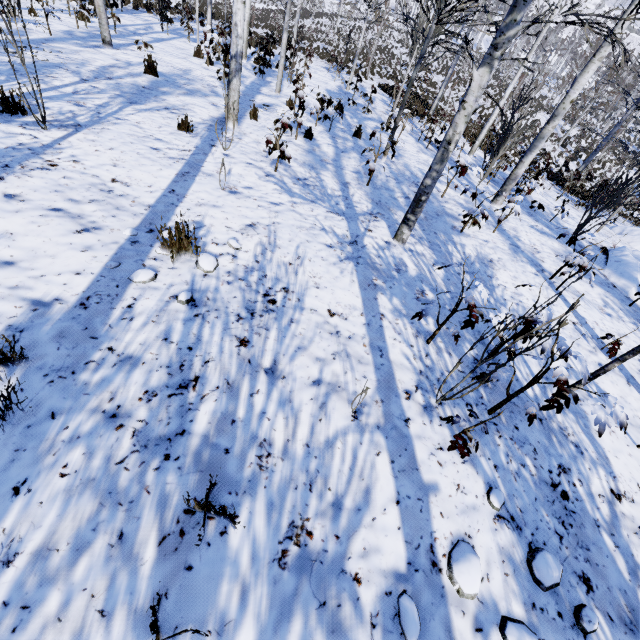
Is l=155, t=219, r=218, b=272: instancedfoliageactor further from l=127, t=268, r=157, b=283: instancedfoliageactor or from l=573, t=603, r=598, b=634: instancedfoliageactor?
l=573, t=603, r=598, b=634: instancedfoliageactor

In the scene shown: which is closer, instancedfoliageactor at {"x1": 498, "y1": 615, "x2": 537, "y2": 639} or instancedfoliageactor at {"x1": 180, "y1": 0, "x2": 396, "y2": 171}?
instancedfoliageactor at {"x1": 498, "y1": 615, "x2": 537, "y2": 639}

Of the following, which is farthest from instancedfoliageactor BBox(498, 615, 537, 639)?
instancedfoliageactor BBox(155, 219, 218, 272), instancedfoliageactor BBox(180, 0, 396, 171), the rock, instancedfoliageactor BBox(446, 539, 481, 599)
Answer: instancedfoliageactor BBox(180, 0, 396, 171)

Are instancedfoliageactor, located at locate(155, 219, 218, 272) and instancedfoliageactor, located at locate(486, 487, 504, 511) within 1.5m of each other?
no

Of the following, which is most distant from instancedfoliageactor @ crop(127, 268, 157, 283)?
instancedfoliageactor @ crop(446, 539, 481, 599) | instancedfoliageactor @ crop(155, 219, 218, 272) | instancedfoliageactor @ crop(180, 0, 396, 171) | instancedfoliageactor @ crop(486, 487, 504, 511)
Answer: instancedfoliageactor @ crop(180, 0, 396, 171)

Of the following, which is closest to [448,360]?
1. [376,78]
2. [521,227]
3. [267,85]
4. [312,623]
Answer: [312,623]

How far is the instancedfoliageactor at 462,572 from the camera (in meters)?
1.91

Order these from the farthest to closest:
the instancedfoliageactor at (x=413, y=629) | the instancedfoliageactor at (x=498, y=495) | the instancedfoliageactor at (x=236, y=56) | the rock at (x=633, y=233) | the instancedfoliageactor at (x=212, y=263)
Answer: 1. the rock at (x=633, y=233)
2. the instancedfoliageactor at (x=236, y=56)
3. the instancedfoliageactor at (x=212, y=263)
4. the instancedfoliageactor at (x=498, y=495)
5. the instancedfoliageactor at (x=413, y=629)
